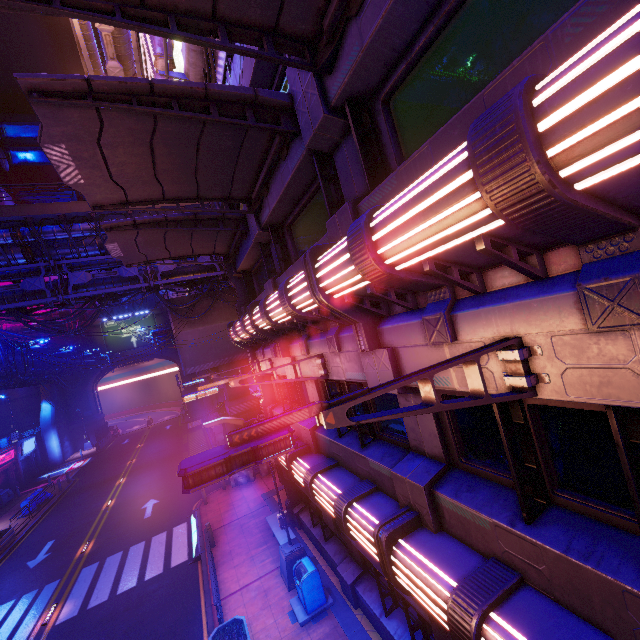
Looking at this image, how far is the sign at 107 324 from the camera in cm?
4953

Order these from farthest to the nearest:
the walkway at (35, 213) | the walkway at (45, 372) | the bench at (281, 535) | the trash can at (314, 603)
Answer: the walkway at (45, 372) → the walkway at (35, 213) → the bench at (281, 535) → the trash can at (314, 603)

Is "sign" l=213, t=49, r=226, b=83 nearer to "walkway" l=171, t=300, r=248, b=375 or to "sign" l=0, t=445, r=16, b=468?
"walkway" l=171, t=300, r=248, b=375

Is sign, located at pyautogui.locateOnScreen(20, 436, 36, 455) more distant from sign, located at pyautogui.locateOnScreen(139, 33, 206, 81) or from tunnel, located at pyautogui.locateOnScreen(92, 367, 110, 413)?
sign, located at pyautogui.locateOnScreen(139, 33, 206, 81)

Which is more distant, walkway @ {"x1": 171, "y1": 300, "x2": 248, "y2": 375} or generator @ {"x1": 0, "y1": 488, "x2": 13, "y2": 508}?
generator @ {"x1": 0, "y1": 488, "x2": 13, "y2": 508}

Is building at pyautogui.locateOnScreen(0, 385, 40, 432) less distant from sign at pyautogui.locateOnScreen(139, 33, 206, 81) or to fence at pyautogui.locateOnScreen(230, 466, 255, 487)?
sign at pyautogui.locateOnScreen(139, 33, 206, 81)

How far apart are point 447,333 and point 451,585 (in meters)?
3.22

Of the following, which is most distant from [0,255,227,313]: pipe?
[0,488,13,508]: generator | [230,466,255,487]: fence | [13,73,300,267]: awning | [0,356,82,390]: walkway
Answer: [0,488,13,508]: generator
